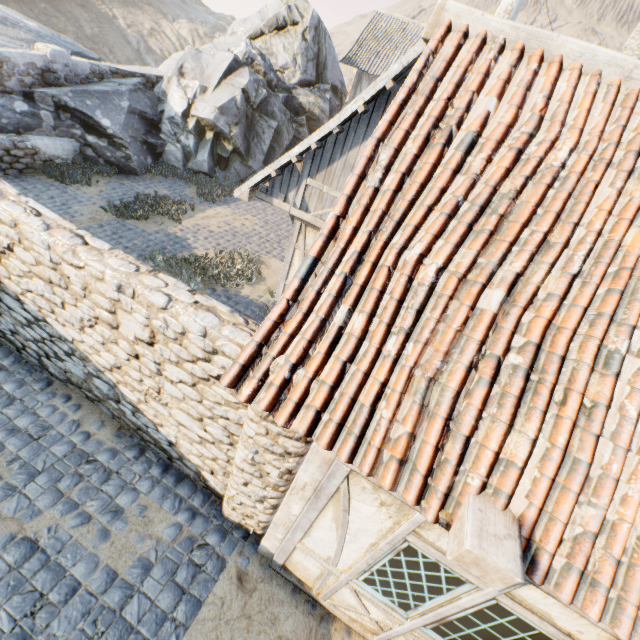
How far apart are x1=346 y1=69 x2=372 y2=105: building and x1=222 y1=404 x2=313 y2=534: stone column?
20.5m

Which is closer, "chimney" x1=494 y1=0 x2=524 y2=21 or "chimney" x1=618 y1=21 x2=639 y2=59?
"chimney" x1=494 y1=0 x2=524 y2=21

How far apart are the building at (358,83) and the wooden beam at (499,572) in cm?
2086

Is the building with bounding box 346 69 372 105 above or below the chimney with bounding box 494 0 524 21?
below

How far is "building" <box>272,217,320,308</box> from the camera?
6.1 meters

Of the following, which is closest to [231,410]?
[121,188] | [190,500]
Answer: [190,500]

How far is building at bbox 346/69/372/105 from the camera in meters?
18.6 m

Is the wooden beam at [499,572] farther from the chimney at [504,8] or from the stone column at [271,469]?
the chimney at [504,8]
